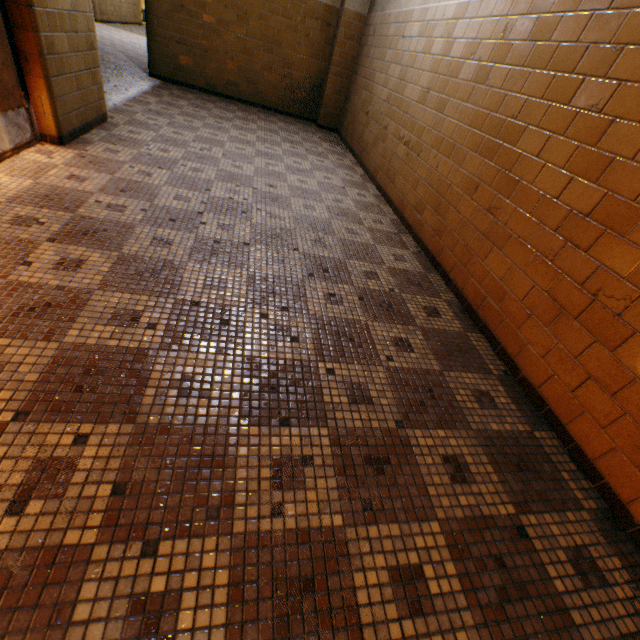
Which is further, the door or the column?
the column

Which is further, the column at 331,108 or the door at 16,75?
the column at 331,108

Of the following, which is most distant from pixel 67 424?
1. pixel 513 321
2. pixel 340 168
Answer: pixel 340 168
